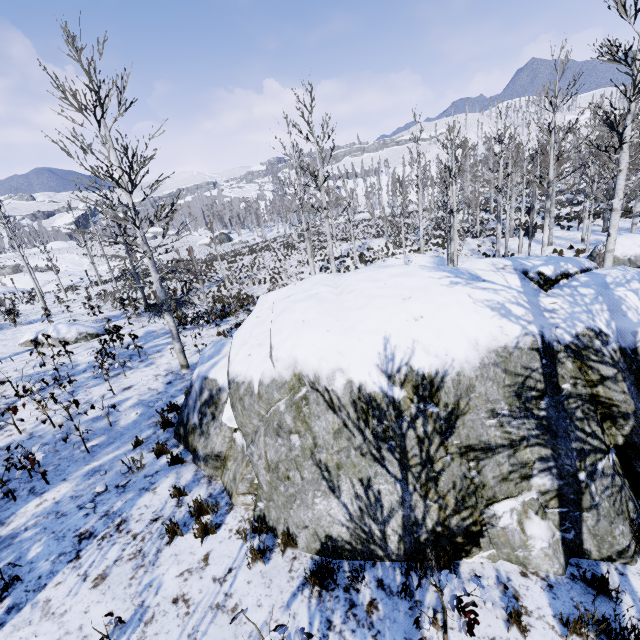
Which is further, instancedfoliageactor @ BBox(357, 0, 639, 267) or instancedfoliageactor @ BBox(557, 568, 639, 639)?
instancedfoliageactor @ BBox(357, 0, 639, 267)

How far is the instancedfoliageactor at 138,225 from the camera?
8.4 meters

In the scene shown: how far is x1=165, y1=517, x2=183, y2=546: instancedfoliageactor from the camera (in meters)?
4.77

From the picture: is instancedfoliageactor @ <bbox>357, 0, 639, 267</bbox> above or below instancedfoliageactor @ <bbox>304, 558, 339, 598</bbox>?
above

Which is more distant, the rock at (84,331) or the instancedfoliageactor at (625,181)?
the rock at (84,331)

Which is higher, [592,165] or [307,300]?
[592,165]

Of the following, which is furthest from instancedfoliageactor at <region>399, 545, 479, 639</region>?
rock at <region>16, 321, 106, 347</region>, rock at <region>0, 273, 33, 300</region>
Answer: rock at <region>0, 273, 33, 300</region>
